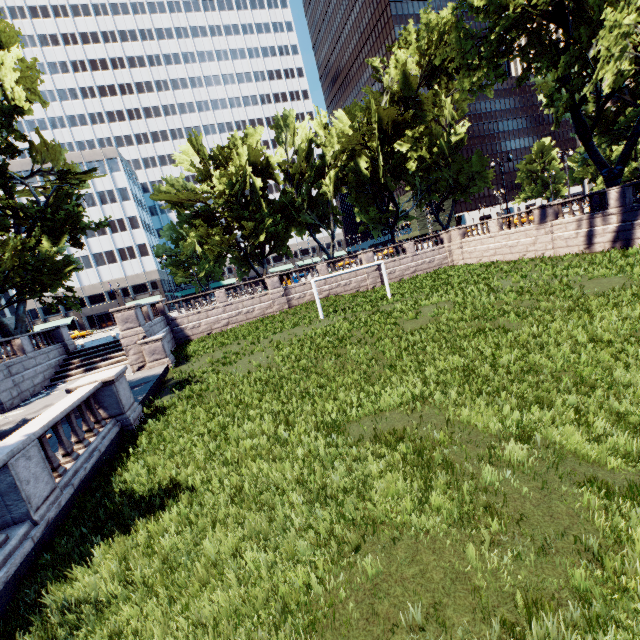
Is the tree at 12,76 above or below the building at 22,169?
below

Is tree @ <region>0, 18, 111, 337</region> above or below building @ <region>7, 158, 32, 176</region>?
below

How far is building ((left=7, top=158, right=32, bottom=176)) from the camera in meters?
57.3

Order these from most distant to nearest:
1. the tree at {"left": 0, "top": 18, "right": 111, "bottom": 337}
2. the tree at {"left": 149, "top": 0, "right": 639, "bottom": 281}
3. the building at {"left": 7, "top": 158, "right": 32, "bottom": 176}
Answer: the building at {"left": 7, "top": 158, "right": 32, "bottom": 176} → the tree at {"left": 0, "top": 18, "right": 111, "bottom": 337} → the tree at {"left": 149, "top": 0, "right": 639, "bottom": 281}

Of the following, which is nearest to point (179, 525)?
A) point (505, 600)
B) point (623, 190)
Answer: point (505, 600)

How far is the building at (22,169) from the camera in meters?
57.3

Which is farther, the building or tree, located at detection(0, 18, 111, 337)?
the building
